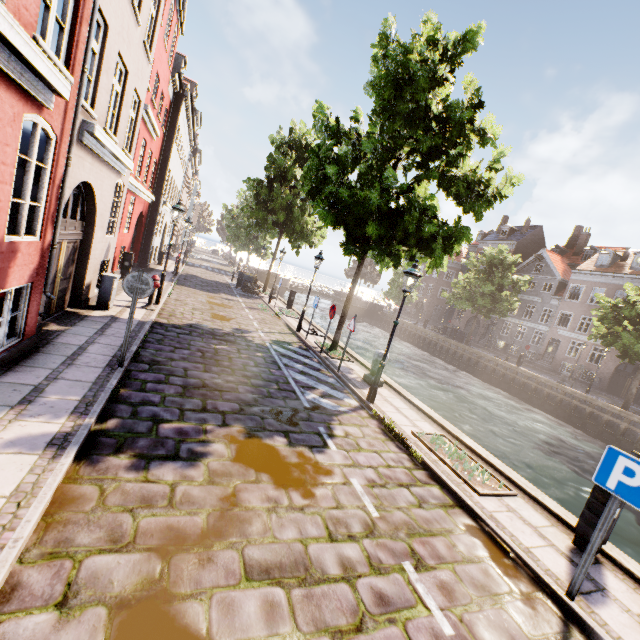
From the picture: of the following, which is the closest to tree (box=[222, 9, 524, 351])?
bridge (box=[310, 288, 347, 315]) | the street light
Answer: bridge (box=[310, 288, 347, 315])

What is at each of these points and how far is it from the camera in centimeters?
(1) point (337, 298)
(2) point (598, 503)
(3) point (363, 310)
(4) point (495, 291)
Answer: (1) bridge, 4669cm
(2) electrical box, 481cm
(3) bridge, 4747cm
(4) tree, 3061cm

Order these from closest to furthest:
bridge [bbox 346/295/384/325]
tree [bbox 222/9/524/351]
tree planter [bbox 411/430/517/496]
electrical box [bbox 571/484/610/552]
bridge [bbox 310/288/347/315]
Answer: electrical box [bbox 571/484/610/552]
tree planter [bbox 411/430/517/496]
tree [bbox 222/9/524/351]
bridge [bbox 310/288/347/315]
bridge [bbox 346/295/384/325]

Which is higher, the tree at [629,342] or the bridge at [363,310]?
the tree at [629,342]

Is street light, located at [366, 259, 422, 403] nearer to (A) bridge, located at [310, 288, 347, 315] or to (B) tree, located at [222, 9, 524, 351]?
(B) tree, located at [222, 9, 524, 351]

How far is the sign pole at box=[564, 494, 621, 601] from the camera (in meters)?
3.69

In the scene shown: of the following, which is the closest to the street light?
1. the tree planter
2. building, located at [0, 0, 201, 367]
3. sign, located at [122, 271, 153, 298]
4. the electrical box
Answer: the tree planter

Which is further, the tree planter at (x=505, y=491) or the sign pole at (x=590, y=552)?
the tree planter at (x=505, y=491)
